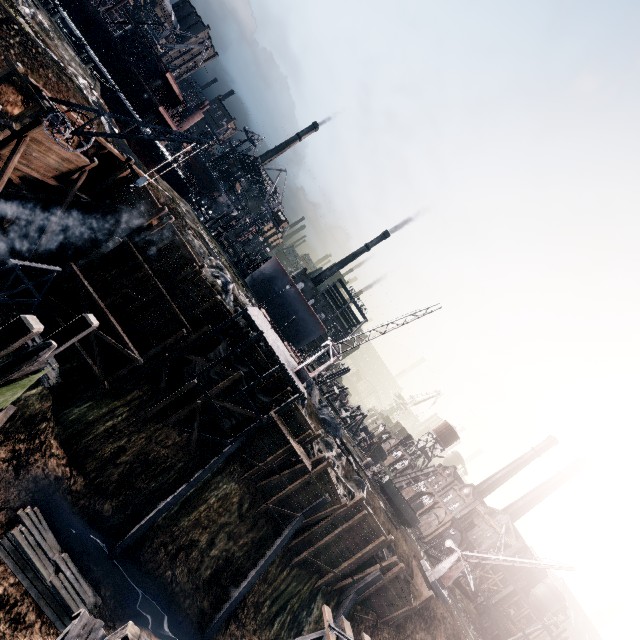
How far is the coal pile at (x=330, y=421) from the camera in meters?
36.4

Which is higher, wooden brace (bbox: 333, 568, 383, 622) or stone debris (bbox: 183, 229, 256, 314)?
stone debris (bbox: 183, 229, 256, 314)

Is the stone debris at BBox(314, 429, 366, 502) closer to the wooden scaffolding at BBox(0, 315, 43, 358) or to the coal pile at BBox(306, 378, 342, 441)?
the coal pile at BBox(306, 378, 342, 441)

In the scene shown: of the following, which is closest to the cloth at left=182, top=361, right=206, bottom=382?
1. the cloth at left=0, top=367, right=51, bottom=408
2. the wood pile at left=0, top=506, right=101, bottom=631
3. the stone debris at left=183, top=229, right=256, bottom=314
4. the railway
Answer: the stone debris at left=183, top=229, right=256, bottom=314

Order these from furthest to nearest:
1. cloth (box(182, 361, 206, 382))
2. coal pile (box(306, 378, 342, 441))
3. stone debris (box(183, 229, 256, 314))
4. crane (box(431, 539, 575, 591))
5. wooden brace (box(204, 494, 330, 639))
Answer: coal pile (box(306, 378, 342, 441)) < crane (box(431, 539, 575, 591)) < stone debris (box(183, 229, 256, 314)) < cloth (box(182, 361, 206, 382)) < wooden brace (box(204, 494, 330, 639))

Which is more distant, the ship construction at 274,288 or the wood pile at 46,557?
the ship construction at 274,288

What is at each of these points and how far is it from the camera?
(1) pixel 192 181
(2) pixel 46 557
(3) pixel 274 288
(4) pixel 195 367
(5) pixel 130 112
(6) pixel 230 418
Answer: (1) ship, 48.7 meters
(2) wood pile, 16.7 meters
(3) ship construction, 54.8 meters
(4) cloth, 25.8 meters
(5) ship, 42.8 meters
(6) cloth, 26.6 meters

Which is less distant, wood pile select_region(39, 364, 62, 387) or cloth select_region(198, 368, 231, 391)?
wood pile select_region(39, 364, 62, 387)
